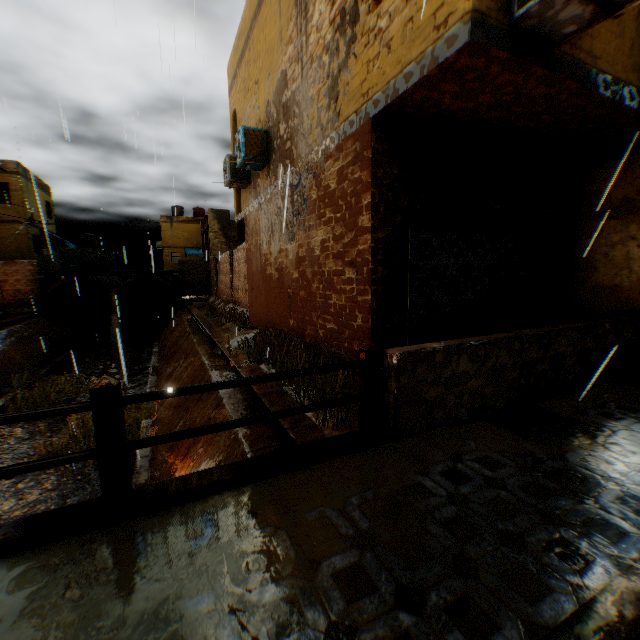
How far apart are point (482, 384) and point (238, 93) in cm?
1219

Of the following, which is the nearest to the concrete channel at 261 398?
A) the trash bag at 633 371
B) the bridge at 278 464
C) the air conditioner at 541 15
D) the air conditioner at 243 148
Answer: the bridge at 278 464

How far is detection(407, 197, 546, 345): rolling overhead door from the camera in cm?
516

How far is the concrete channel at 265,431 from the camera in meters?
4.5 m

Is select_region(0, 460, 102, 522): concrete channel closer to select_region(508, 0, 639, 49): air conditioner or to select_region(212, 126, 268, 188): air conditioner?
select_region(212, 126, 268, 188): air conditioner

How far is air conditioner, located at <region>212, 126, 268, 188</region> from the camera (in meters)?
8.33

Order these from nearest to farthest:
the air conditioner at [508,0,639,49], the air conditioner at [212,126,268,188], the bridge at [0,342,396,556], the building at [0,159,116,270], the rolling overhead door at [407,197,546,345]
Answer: the bridge at [0,342,396,556] → the air conditioner at [508,0,639,49] → the rolling overhead door at [407,197,546,345] → the air conditioner at [212,126,268,188] → the building at [0,159,116,270]

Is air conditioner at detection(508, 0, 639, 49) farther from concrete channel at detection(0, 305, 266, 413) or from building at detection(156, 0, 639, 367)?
concrete channel at detection(0, 305, 266, 413)
